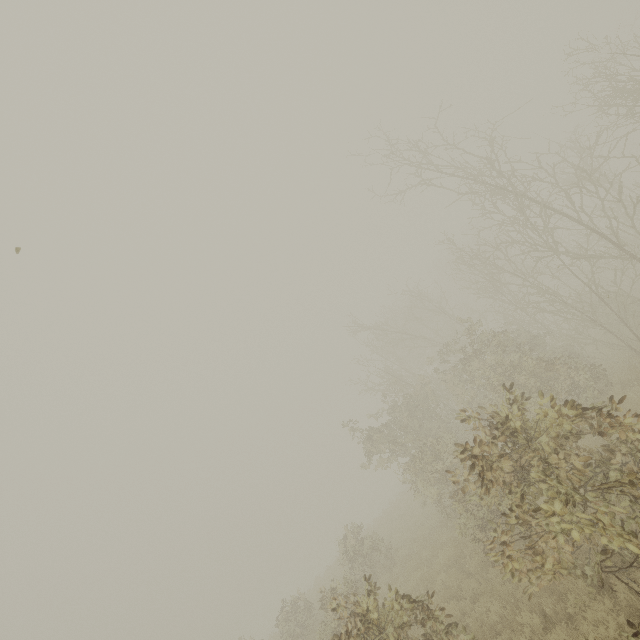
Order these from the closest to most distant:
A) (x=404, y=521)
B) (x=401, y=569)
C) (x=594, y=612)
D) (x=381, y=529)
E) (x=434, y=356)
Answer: (x=594, y=612), (x=401, y=569), (x=434, y=356), (x=404, y=521), (x=381, y=529)
